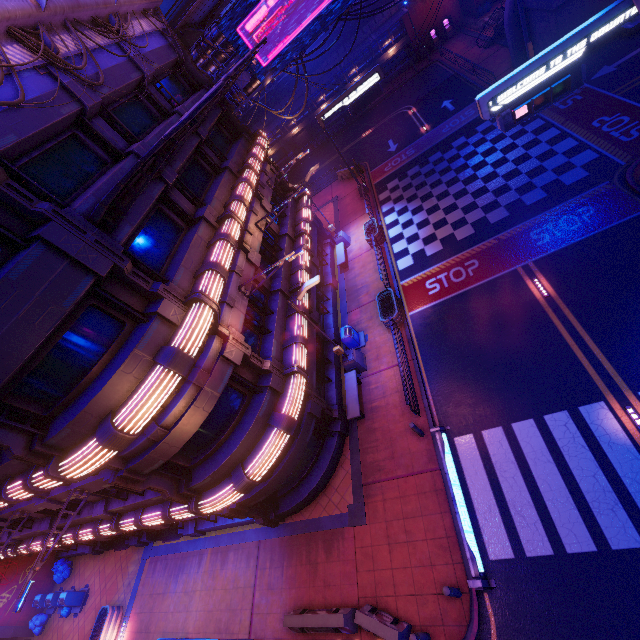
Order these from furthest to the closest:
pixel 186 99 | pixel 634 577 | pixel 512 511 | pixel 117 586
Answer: pixel 117 586 < pixel 186 99 < pixel 512 511 < pixel 634 577

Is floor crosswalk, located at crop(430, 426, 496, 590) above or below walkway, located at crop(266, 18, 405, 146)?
below

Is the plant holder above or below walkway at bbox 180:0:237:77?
below

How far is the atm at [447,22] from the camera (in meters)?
36.75

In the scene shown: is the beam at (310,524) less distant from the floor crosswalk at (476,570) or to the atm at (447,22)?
the floor crosswalk at (476,570)

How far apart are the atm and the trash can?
40.8 meters

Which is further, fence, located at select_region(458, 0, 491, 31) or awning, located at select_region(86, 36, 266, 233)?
fence, located at select_region(458, 0, 491, 31)

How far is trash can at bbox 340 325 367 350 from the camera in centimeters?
Result: 1731cm
